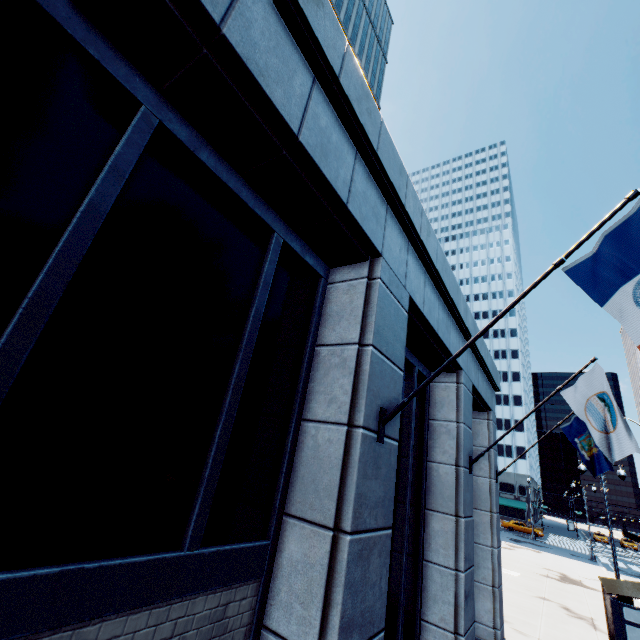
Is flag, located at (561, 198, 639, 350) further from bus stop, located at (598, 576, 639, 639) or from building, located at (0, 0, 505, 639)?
bus stop, located at (598, 576, 639, 639)

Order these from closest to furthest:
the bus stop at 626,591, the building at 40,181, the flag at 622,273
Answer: the building at 40,181, the flag at 622,273, the bus stop at 626,591

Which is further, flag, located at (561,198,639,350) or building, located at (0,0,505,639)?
flag, located at (561,198,639,350)

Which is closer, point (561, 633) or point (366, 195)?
point (366, 195)

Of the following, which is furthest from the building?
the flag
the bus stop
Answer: the bus stop

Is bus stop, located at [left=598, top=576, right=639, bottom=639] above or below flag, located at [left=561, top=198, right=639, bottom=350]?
below

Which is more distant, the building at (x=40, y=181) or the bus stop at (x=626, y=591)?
the bus stop at (x=626, y=591)
